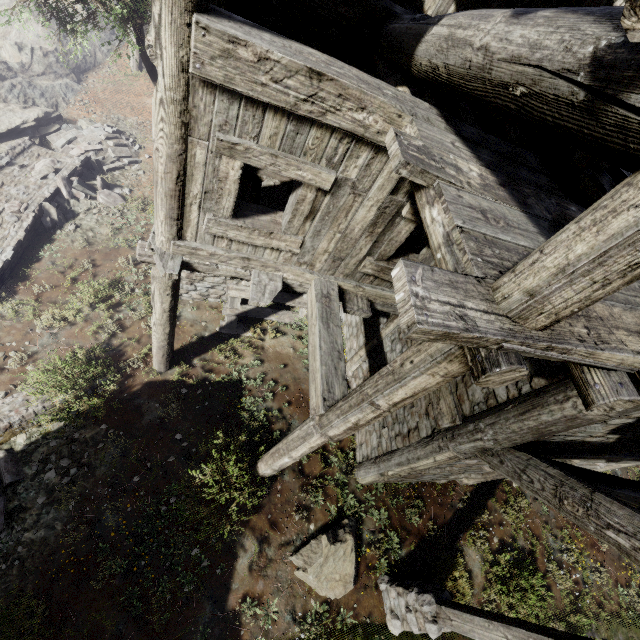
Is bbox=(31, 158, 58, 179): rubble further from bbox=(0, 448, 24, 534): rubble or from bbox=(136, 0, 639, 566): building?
bbox=(0, 448, 24, 534): rubble

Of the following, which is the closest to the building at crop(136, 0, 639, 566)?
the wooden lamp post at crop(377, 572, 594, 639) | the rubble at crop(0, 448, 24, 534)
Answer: the wooden lamp post at crop(377, 572, 594, 639)

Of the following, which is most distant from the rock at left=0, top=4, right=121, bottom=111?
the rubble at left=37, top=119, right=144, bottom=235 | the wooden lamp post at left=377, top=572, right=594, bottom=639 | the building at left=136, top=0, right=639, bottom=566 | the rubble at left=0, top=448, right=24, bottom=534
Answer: the wooden lamp post at left=377, top=572, right=594, bottom=639

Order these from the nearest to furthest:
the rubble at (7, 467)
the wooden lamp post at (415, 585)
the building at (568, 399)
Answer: A:
1. the building at (568, 399)
2. the wooden lamp post at (415, 585)
3. the rubble at (7, 467)

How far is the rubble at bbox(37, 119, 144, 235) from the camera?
10.3 meters

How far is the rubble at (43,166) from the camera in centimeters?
1031cm

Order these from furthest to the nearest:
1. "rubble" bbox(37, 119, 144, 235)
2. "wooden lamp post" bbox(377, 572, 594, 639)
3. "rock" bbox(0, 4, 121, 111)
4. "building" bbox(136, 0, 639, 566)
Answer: "rock" bbox(0, 4, 121, 111)
"rubble" bbox(37, 119, 144, 235)
"wooden lamp post" bbox(377, 572, 594, 639)
"building" bbox(136, 0, 639, 566)

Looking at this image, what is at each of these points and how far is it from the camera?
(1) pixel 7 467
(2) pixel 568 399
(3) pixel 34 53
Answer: (1) rubble, 6.2 meters
(2) building, 3.5 meters
(3) rock, 14.2 meters
